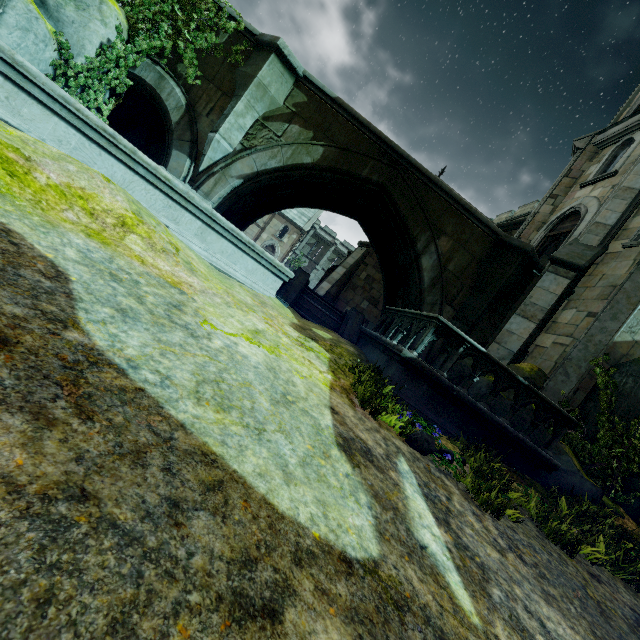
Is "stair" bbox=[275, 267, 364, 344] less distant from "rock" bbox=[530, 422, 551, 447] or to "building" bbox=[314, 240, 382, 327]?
"rock" bbox=[530, 422, 551, 447]

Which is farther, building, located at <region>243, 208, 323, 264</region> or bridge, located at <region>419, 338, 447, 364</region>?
building, located at <region>243, 208, 323, 264</region>

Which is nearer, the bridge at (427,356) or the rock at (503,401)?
the rock at (503,401)

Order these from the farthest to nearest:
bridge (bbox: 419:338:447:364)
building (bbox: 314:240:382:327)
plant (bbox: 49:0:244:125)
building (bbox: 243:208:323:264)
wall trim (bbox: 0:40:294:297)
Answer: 1. building (bbox: 243:208:323:264)
2. building (bbox: 314:240:382:327)
3. bridge (bbox: 419:338:447:364)
4. plant (bbox: 49:0:244:125)
5. wall trim (bbox: 0:40:294:297)

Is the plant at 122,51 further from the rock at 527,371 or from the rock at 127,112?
the rock at 527,371

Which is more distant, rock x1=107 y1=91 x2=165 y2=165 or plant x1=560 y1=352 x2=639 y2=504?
rock x1=107 y1=91 x2=165 y2=165

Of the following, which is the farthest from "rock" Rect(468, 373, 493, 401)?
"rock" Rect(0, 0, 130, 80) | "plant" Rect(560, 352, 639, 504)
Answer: "rock" Rect(0, 0, 130, 80)

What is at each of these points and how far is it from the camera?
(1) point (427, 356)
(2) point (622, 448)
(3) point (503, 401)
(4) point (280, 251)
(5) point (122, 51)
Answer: (1) bridge, 10.28m
(2) plant, 7.32m
(3) rock, 7.09m
(4) building, 41.44m
(5) plant, 8.58m
